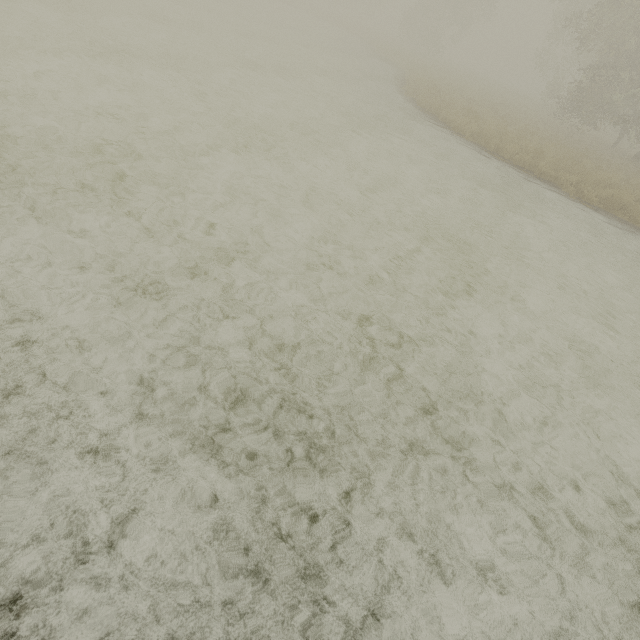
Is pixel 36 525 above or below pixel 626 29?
below
